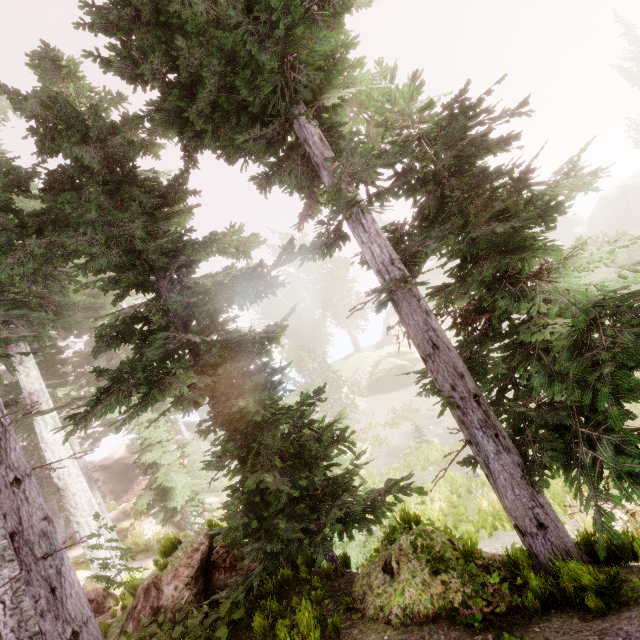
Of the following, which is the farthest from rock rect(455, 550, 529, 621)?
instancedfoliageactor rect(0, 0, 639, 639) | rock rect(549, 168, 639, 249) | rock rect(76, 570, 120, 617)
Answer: rock rect(549, 168, 639, 249)

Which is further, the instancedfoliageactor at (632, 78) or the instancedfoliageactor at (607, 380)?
the instancedfoliageactor at (632, 78)

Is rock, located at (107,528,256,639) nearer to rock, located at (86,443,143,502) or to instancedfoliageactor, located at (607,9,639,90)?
instancedfoliageactor, located at (607,9,639,90)

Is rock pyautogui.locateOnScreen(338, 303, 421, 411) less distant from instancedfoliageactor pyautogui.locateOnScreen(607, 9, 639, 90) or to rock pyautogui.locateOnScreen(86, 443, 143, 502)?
instancedfoliageactor pyautogui.locateOnScreen(607, 9, 639, 90)

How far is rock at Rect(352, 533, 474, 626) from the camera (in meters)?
4.08

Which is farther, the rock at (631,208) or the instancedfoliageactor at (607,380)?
the rock at (631,208)

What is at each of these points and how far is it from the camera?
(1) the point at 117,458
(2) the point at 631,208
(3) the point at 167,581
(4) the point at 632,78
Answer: Result:
(1) rock, 30.8 meters
(2) rock, 41.9 meters
(3) rock, 5.8 meters
(4) instancedfoliageactor, 35.2 meters

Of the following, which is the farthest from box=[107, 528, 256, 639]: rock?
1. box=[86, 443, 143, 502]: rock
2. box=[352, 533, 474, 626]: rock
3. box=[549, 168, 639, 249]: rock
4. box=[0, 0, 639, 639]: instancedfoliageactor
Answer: box=[549, 168, 639, 249]: rock
